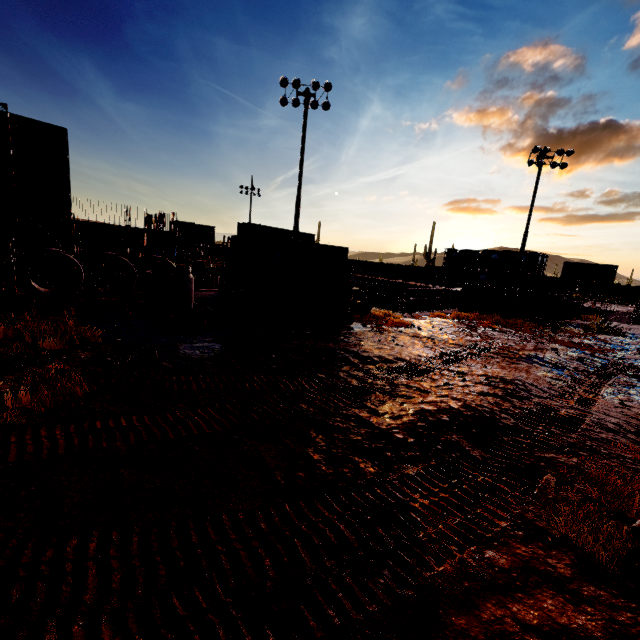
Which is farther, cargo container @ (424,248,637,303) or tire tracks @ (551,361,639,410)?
cargo container @ (424,248,637,303)

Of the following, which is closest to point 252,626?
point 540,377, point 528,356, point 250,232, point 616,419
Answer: point 616,419

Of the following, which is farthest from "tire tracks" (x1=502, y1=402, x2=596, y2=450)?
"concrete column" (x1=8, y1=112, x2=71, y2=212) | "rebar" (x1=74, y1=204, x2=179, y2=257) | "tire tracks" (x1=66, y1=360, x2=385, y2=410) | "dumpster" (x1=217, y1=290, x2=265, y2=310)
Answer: "concrete column" (x1=8, y1=112, x2=71, y2=212)

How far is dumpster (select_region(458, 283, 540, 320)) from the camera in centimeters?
1705cm

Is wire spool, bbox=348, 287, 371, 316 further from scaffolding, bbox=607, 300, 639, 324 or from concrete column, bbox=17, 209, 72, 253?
concrete column, bbox=17, 209, 72, 253

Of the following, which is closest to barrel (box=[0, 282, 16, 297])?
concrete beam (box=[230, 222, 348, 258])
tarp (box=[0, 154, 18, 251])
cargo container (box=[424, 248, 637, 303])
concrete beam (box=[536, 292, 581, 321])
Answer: concrete beam (box=[230, 222, 348, 258])

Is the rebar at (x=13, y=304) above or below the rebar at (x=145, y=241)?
below

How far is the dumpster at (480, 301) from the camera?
17.0m
